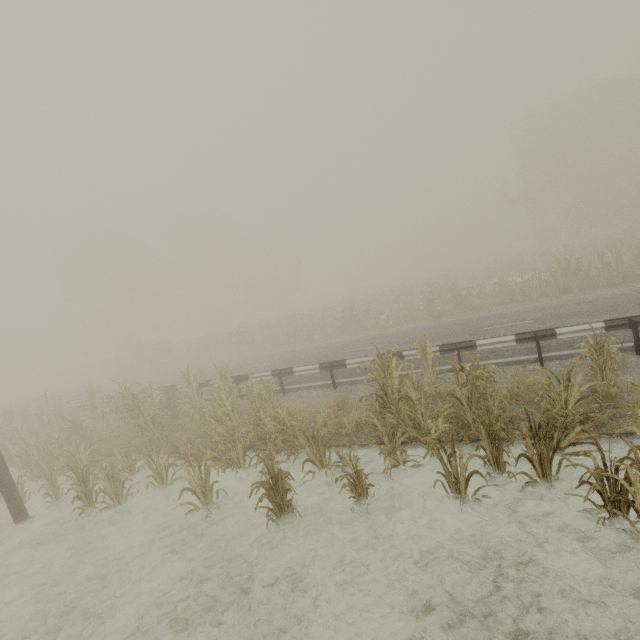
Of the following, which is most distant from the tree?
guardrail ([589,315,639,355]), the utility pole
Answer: guardrail ([589,315,639,355])

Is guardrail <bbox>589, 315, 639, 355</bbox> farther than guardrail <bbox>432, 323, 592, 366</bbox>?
No

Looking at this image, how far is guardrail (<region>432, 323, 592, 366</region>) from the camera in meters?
8.3

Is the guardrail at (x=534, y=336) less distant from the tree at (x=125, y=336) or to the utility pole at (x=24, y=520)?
the tree at (x=125, y=336)

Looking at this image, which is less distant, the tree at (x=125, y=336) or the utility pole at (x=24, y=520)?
the tree at (x=125, y=336)

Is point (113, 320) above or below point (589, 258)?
above
